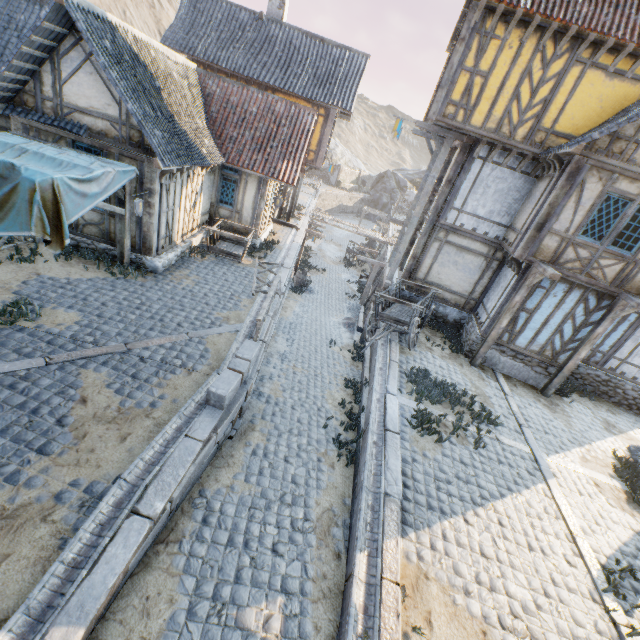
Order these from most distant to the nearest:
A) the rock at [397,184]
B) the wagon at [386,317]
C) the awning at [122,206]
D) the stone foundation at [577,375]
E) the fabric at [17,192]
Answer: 1. the rock at [397,184]
2. the stone foundation at [577,375]
3. the wagon at [386,317]
4. the awning at [122,206]
5. the fabric at [17,192]

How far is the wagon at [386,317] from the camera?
11.0 meters

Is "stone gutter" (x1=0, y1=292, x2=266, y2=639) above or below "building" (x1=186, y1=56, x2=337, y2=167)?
below

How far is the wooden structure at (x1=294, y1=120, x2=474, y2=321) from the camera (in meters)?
11.48

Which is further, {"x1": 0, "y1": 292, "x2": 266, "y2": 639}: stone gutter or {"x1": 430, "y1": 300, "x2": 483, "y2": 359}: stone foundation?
{"x1": 430, "y1": 300, "x2": 483, "y2": 359}: stone foundation

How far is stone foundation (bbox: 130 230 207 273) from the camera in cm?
1048

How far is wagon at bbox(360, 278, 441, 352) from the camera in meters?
11.0

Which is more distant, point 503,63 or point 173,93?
point 173,93
